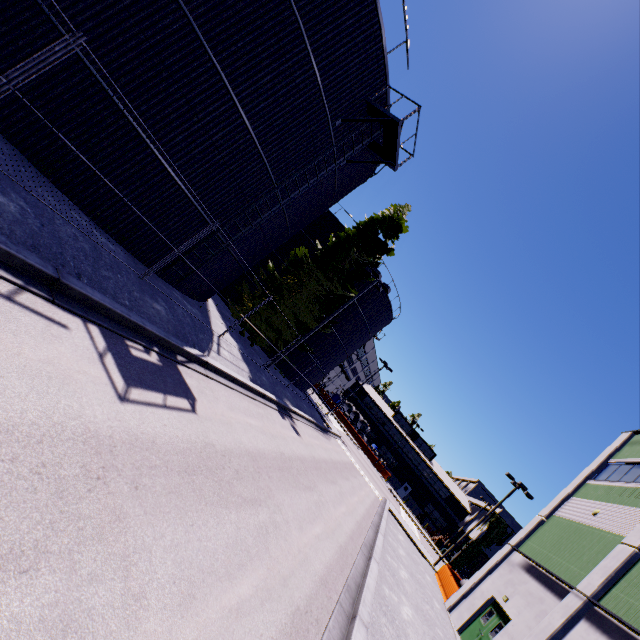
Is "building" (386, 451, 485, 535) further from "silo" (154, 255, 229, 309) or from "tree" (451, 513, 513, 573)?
"silo" (154, 255, 229, 309)

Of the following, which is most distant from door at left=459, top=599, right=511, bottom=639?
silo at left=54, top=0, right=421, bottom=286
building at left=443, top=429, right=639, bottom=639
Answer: silo at left=54, top=0, right=421, bottom=286

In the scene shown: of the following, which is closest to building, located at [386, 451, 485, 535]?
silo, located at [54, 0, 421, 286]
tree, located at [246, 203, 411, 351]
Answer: tree, located at [246, 203, 411, 351]

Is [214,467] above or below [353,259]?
below

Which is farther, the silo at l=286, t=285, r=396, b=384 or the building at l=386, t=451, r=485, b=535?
the building at l=386, t=451, r=485, b=535

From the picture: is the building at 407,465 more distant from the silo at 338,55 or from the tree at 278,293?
the silo at 338,55

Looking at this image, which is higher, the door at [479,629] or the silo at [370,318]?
the silo at [370,318]
